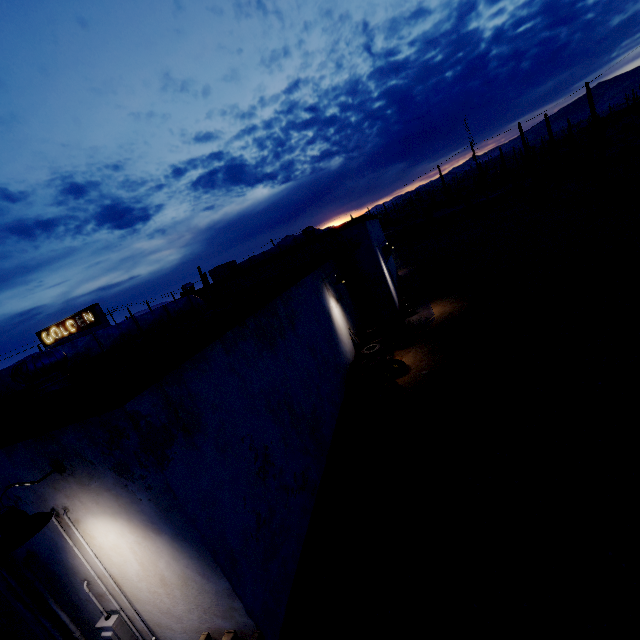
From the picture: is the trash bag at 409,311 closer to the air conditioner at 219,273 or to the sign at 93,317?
the air conditioner at 219,273

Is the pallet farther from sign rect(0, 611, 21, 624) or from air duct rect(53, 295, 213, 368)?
sign rect(0, 611, 21, 624)

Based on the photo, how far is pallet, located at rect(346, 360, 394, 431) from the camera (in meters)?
7.74

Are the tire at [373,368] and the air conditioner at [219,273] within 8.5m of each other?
no

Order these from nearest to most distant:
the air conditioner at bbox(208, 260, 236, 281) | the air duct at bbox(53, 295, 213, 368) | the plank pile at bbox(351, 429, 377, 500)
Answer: the air duct at bbox(53, 295, 213, 368) → the plank pile at bbox(351, 429, 377, 500) → the air conditioner at bbox(208, 260, 236, 281)

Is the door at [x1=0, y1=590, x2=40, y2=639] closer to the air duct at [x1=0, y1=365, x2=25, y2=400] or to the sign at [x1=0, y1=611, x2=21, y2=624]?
the sign at [x1=0, y1=611, x2=21, y2=624]

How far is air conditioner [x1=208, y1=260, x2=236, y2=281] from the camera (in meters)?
18.09

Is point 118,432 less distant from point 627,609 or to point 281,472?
point 281,472
